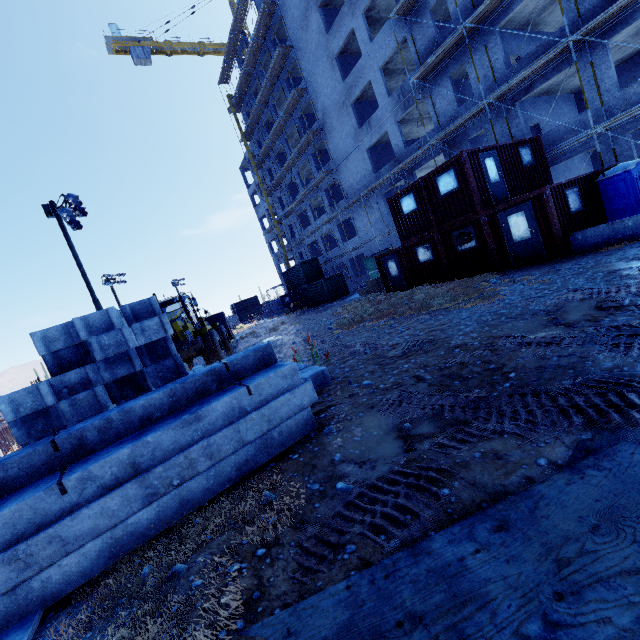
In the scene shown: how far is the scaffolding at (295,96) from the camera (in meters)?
31.27

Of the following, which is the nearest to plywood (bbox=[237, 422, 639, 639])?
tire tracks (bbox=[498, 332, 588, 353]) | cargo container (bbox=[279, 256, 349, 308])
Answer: tire tracks (bbox=[498, 332, 588, 353])

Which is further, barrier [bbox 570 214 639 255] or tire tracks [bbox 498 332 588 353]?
barrier [bbox 570 214 639 255]

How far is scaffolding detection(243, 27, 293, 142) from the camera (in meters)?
30.92

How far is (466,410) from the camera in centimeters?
414cm

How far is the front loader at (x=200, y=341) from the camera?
14.4 meters

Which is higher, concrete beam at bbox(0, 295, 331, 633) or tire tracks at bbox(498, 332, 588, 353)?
concrete beam at bbox(0, 295, 331, 633)

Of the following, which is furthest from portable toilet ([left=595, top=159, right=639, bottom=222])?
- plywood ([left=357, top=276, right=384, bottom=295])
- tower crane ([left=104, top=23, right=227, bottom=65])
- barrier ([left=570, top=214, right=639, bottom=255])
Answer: tower crane ([left=104, top=23, right=227, bottom=65])
